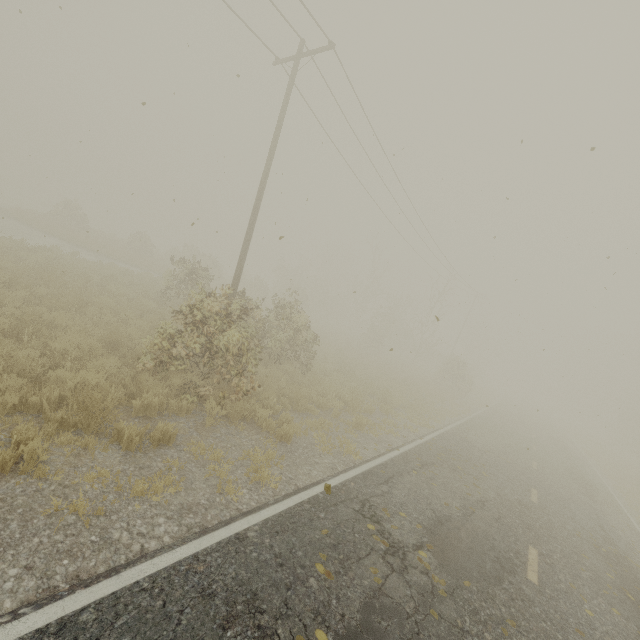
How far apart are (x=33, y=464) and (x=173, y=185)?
12.90m
